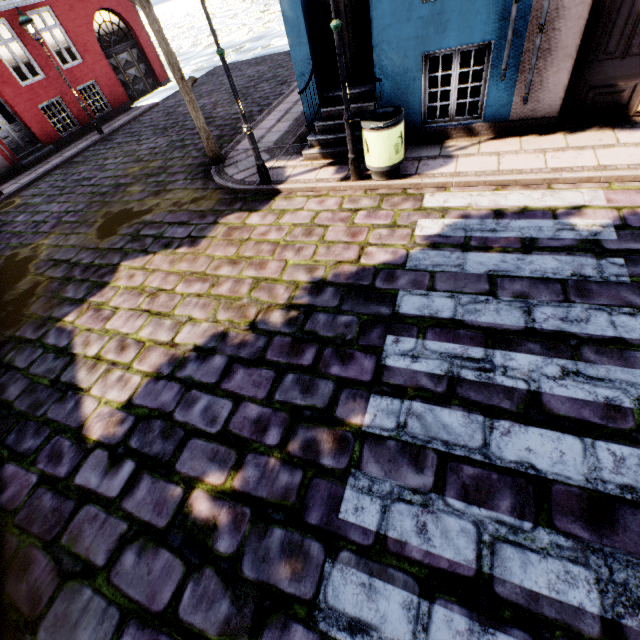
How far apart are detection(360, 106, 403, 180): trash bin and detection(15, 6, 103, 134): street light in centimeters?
1332cm

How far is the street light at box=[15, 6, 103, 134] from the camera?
10.7m

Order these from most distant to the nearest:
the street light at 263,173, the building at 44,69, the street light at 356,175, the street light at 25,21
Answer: the building at 44,69
the street light at 25,21
the street light at 263,173
the street light at 356,175

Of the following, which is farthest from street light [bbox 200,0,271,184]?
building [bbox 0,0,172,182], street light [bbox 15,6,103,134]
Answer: building [bbox 0,0,172,182]

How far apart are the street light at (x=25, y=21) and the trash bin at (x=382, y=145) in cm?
1332

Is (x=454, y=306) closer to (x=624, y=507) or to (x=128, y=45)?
(x=624, y=507)

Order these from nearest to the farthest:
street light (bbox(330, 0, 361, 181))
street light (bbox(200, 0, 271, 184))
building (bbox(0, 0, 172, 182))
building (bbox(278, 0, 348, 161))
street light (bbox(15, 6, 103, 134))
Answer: street light (bbox(330, 0, 361, 181)), street light (bbox(200, 0, 271, 184)), building (bbox(278, 0, 348, 161)), street light (bbox(15, 6, 103, 134)), building (bbox(0, 0, 172, 182))

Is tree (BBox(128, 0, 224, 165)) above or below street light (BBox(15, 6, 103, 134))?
below
